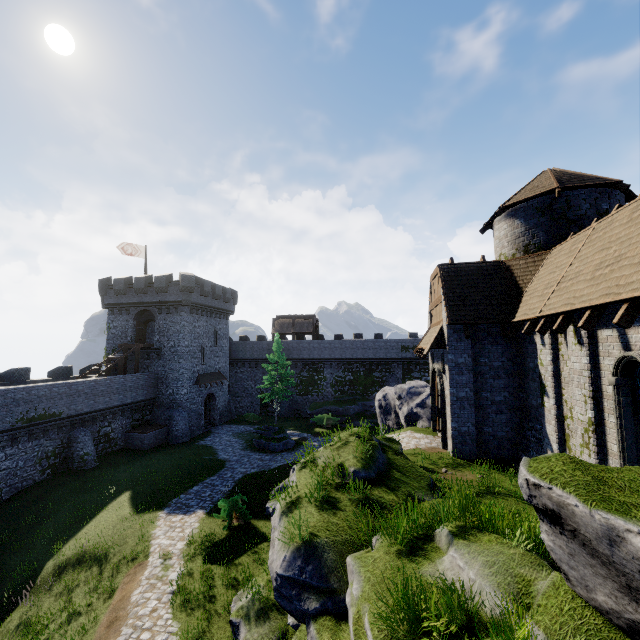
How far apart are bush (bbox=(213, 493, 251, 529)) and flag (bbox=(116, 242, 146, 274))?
27.8 meters

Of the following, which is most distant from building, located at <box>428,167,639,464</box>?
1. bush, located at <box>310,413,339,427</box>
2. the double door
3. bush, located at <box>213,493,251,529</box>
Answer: bush, located at <box>310,413,339,427</box>

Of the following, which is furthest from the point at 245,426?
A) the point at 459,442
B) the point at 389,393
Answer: the point at 459,442

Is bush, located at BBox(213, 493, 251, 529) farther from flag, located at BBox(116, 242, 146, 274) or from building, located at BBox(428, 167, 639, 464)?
flag, located at BBox(116, 242, 146, 274)

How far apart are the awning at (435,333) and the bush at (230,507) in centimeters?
1141cm

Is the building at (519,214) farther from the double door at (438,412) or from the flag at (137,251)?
the flag at (137,251)

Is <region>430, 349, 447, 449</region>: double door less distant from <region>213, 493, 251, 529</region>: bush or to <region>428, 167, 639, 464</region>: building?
<region>428, 167, 639, 464</region>: building

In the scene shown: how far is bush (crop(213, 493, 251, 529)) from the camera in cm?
1608
